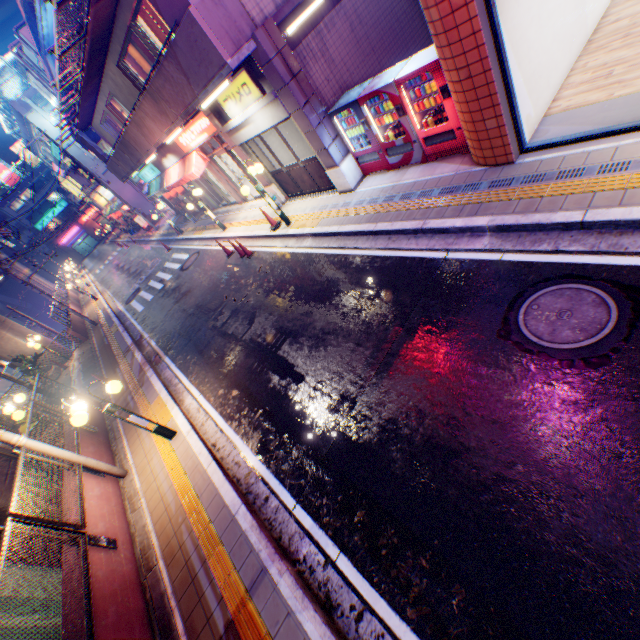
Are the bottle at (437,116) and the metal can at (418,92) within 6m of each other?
yes

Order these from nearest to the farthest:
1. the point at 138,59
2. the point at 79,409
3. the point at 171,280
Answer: the point at 79,409 → the point at 138,59 → the point at 171,280

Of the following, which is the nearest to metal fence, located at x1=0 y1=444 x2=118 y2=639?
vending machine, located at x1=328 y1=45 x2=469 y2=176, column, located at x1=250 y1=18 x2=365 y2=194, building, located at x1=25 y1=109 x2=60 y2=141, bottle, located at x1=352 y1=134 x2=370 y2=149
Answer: building, located at x1=25 y1=109 x2=60 y2=141

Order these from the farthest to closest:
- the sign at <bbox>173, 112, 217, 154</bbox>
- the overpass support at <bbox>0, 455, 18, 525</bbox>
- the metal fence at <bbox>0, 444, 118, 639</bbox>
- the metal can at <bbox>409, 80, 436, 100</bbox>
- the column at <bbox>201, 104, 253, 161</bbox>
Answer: the sign at <bbox>173, 112, 217, 154</bbox>
the column at <bbox>201, 104, 253, 161</bbox>
the overpass support at <bbox>0, 455, 18, 525</bbox>
the metal can at <bbox>409, 80, 436, 100</bbox>
the metal fence at <bbox>0, 444, 118, 639</bbox>

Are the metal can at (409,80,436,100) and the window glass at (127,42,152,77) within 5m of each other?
no

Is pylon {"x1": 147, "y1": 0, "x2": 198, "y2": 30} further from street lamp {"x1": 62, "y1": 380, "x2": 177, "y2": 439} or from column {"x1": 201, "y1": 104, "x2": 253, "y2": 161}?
street lamp {"x1": 62, "y1": 380, "x2": 177, "y2": 439}

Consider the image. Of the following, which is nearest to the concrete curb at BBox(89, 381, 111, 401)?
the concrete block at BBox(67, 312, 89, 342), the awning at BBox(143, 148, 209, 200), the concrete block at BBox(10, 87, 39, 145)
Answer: the concrete block at BBox(67, 312, 89, 342)

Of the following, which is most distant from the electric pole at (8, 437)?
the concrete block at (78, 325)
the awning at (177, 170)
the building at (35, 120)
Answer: the building at (35, 120)
